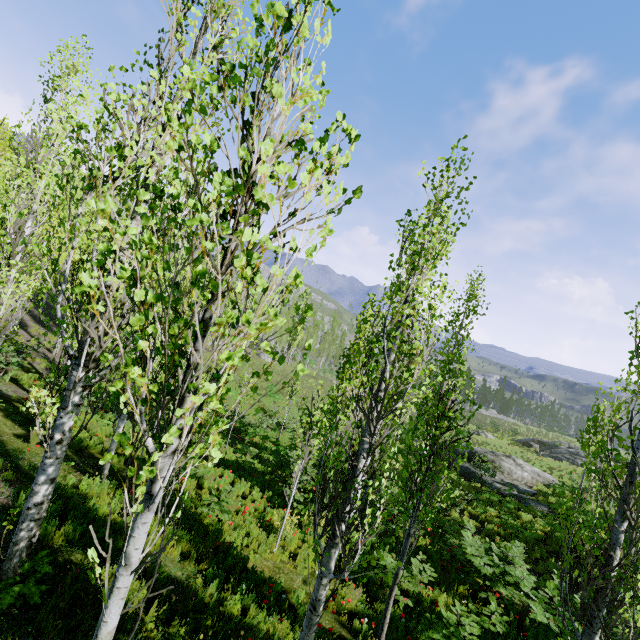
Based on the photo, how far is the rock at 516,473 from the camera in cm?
1861

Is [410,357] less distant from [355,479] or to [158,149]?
[355,479]

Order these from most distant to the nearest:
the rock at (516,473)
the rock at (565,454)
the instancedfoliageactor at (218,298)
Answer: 1. the rock at (565,454)
2. the rock at (516,473)
3. the instancedfoliageactor at (218,298)

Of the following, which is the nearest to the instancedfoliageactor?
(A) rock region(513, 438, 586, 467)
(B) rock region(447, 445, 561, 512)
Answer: (B) rock region(447, 445, 561, 512)

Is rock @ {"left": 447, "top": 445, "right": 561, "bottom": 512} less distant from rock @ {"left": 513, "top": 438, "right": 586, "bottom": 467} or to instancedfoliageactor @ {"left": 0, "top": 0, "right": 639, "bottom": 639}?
instancedfoliageactor @ {"left": 0, "top": 0, "right": 639, "bottom": 639}

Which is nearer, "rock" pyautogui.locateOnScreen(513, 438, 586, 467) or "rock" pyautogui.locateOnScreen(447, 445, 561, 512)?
"rock" pyautogui.locateOnScreen(447, 445, 561, 512)

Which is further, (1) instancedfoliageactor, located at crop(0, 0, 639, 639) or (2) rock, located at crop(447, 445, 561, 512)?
(2) rock, located at crop(447, 445, 561, 512)

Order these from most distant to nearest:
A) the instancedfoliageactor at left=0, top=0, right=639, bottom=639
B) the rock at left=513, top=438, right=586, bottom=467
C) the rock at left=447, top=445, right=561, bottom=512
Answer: the rock at left=513, top=438, right=586, bottom=467 < the rock at left=447, top=445, right=561, bottom=512 < the instancedfoliageactor at left=0, top=0, right=639, bottom=639
